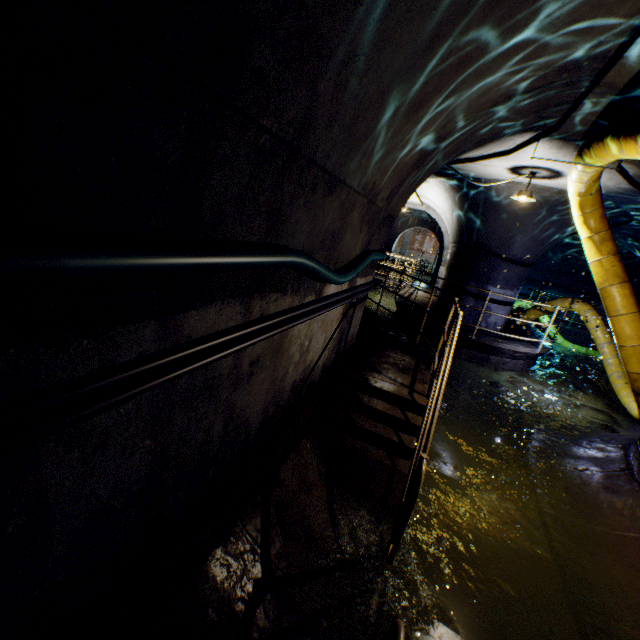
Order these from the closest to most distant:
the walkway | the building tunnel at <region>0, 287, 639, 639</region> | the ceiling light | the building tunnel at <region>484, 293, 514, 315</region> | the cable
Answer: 1. the cable
2. the building tunnel at <region>0, 287, 639, 639</region>
3. the walkway
4. the ceiling light
5. the building tunnel at <region>484, 293, 514, 315</region>

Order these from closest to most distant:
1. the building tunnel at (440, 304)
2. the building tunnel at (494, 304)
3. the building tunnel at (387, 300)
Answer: the building tunnel at (494, 304), the building tunnel at (440, 304), the building tunnel at (387, 300)

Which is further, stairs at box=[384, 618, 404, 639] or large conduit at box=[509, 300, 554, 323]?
large conduit at box=[509, 300, 554, 323]

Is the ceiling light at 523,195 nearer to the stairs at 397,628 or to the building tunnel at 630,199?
the building tunnel at 630,199

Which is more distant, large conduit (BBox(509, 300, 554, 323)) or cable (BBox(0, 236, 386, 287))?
large conduit (BBox(509, 300, 554, 323))

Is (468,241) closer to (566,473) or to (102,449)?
(566,473)

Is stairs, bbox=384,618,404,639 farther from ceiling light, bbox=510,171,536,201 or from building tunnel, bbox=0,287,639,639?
ceiling light, bbox=510,171,536,201

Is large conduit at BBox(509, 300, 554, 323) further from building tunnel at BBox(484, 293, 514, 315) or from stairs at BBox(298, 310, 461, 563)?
stairs at BBox(298, 310, 461, 563)
